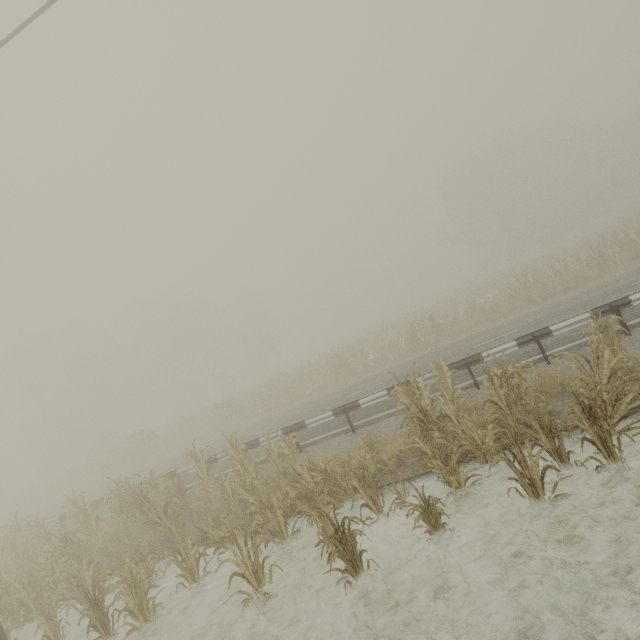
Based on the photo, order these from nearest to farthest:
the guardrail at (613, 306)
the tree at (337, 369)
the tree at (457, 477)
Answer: the tree at (457, 477), the tree at (337, 369), the guardrail at (613, 306)

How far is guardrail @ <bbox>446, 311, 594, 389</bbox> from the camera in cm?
892

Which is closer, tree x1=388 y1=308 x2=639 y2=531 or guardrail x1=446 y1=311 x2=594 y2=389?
tree x1=388 y1=308 x2=639 y2=531

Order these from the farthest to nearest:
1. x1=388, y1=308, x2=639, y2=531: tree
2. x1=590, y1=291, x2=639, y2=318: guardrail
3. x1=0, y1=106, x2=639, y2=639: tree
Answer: x1=590, y1=291, x2=639, y2=318: guardrail → x1=0, y1=106, x2=639, y2=639: tree → x1=388, y1=308, x2=639, y2=531: tree

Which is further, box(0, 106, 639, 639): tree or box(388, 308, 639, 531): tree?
box(0, 106, 639, 639): tree

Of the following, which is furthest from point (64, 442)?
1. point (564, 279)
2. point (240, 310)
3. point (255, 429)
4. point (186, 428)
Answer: point (564, 279)

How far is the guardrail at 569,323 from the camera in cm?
892
